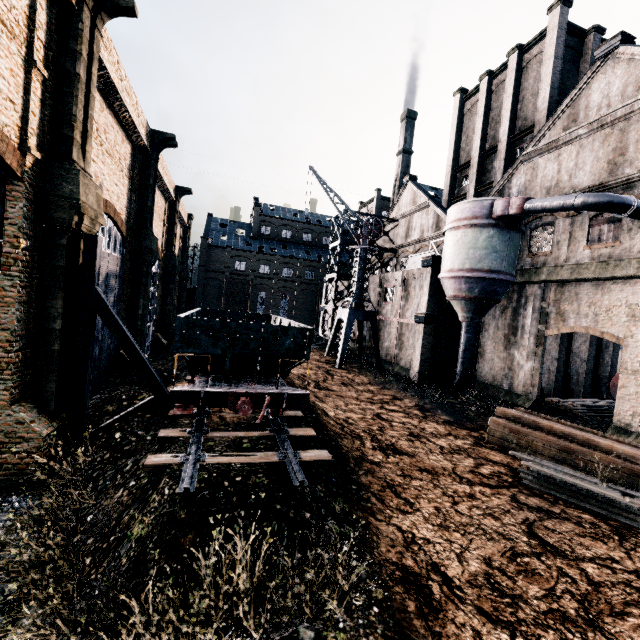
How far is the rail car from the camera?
10.9 meters

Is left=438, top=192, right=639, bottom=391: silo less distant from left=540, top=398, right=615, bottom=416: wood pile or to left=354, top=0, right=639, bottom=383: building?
left=354, top=0, right=639, bottom=383: building

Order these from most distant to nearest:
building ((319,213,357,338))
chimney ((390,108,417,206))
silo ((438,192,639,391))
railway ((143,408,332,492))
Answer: chimney ((390,108,417,206)) → building ((319,213,357,338)) → silo ((438,192,639,391)) → railway ((143,408,332,492))

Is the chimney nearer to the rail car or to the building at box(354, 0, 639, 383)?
the building at box(354, 0, 639, 383)

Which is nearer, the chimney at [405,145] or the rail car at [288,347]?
the rail car at [288,347]

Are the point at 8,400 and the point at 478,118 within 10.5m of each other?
no

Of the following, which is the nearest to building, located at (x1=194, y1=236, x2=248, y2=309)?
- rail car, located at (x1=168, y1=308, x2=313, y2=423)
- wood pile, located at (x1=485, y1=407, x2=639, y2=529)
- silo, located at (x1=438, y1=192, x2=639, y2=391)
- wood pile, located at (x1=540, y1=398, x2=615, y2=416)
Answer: rail car, located at (x1=168, y1=308, x2=313, y2=423)

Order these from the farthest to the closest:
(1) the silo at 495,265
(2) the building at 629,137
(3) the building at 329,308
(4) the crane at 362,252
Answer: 1. (3) the building at 329,308
2. (4) the crane at 362,252
3. (2) the building at 629,137
4. (1) the silo at 495,265
